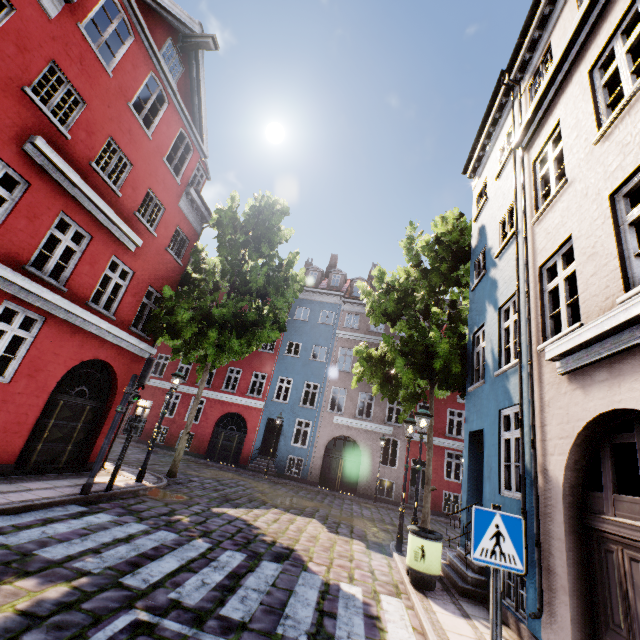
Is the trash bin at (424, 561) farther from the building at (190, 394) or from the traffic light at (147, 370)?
the traffic light at (147, 370)

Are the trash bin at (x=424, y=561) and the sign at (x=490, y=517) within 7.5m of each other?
yes

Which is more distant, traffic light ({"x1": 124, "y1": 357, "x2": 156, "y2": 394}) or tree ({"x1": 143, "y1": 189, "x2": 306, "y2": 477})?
tree ({"x1": 143, "y1": 189, "x2": 306, "y2": 477})

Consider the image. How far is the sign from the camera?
3.17m

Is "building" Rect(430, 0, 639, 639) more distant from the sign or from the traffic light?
the traffic light

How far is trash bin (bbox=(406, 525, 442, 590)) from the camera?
6.5m

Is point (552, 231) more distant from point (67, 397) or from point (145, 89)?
point (145, 89)

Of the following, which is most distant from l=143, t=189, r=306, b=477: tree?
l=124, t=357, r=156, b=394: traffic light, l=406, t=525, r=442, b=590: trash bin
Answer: l=406, t=525, r=442, b=590: trash bin
